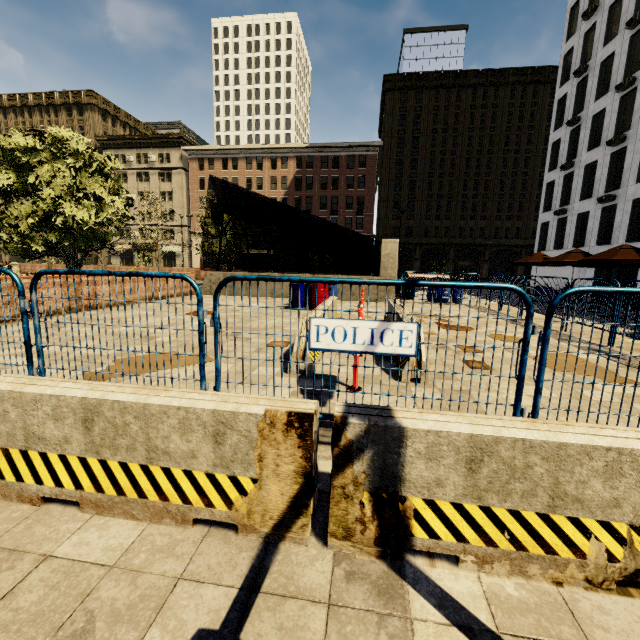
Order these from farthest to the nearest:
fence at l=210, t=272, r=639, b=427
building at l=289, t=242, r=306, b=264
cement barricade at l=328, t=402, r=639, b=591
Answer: building at l=289, t=242, r=306, b=264 → fence at l=210, t=272, r=639, b=427 → cement barricade at l=328, t=402, r=639, b=591

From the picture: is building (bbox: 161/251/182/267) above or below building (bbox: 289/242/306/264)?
below

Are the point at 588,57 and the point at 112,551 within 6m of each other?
no

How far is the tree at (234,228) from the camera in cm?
2314

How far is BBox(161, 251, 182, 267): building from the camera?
54.5 meters

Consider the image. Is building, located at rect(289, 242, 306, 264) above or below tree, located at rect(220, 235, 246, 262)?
below

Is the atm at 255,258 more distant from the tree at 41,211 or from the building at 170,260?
the building at 170,260

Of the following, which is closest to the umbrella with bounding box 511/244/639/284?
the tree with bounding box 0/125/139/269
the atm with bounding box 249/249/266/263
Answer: the tree with bounding box 0/125/139/269
